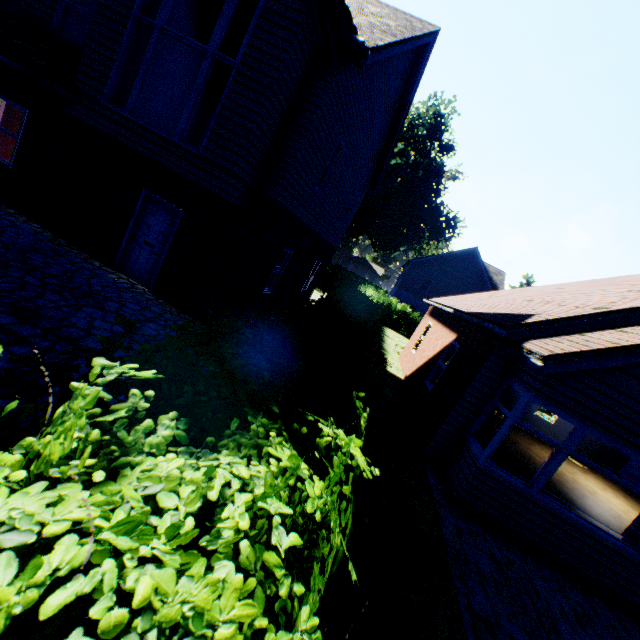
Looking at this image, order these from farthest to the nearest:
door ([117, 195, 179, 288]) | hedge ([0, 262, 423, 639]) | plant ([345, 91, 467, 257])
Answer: plant ([345, 91, 467, 257]), door ([117, 195, 179, 288]), hedge ([0, 262, 423, 639])

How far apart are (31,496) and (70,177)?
10.3 meters

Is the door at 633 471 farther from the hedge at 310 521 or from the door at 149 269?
the door at 149 269

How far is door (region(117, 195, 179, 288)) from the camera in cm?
805

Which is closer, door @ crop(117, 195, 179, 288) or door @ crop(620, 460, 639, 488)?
door @ crop(117, 195, 179, 288)

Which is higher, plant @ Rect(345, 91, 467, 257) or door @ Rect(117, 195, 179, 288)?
plant @ Rect(345, 91, 467, 257)

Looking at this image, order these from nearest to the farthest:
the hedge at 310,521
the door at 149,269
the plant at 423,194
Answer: the hedge at 310,521 < the door at 149,269 < the plant at 423,194

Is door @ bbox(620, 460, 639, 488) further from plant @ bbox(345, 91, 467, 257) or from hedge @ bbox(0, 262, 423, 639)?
plant @ bbox(345, 91, 467, 257)
